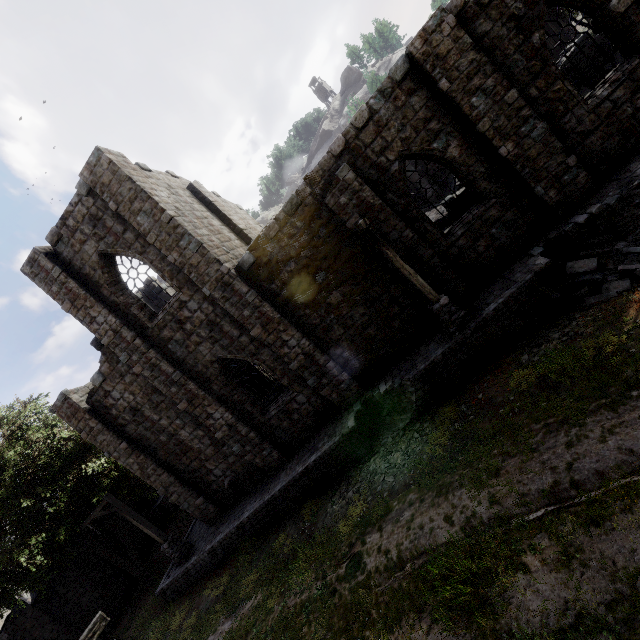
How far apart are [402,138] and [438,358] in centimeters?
706cm

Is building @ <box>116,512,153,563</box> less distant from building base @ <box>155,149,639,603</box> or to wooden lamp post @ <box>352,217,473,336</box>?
building base @ <box>155,149,639,603</box>

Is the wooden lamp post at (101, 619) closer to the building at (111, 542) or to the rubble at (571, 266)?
the building at (111, 542)

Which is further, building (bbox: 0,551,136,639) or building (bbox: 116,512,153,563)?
building (bbox: 116,512,153,563)

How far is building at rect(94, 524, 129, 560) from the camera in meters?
21.3 m

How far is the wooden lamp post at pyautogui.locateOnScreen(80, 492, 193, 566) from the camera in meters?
14.2 m

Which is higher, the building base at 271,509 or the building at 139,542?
the building at 139,542

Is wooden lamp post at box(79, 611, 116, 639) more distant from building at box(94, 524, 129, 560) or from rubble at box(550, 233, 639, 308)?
rubble at box(550, 233, 639, 308)
